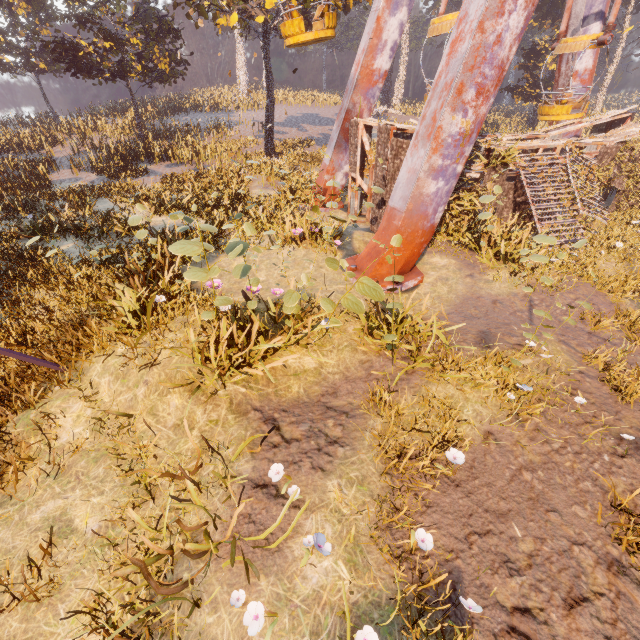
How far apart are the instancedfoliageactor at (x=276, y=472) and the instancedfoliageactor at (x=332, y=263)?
2.99m

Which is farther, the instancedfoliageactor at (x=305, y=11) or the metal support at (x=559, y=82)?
the instancedfoliageactor at (x=305, y=11)

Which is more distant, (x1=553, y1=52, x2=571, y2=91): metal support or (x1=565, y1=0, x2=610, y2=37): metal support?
(x1=553, y1=52, x2=571, y2=91): metal support

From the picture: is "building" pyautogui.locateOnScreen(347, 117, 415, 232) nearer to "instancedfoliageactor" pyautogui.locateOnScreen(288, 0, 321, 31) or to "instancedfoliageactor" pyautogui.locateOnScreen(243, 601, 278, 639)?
"instancedfoliageactor" pyautogui.locateOnScreen(288, 0, 321, 31)

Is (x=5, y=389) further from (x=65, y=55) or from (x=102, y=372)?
(x=65, y=55)

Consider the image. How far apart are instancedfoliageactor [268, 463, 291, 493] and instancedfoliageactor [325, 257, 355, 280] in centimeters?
299cm

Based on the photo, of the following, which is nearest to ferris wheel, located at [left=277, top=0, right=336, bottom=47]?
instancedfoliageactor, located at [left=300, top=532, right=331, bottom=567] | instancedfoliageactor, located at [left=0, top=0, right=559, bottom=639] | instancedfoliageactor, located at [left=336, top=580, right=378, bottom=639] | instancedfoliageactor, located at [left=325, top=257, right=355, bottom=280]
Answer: instancedfoliageactor, located at [left=0, top=0, right=559, bottom=639]

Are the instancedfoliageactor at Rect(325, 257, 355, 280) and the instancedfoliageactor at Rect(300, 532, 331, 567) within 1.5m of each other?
no
